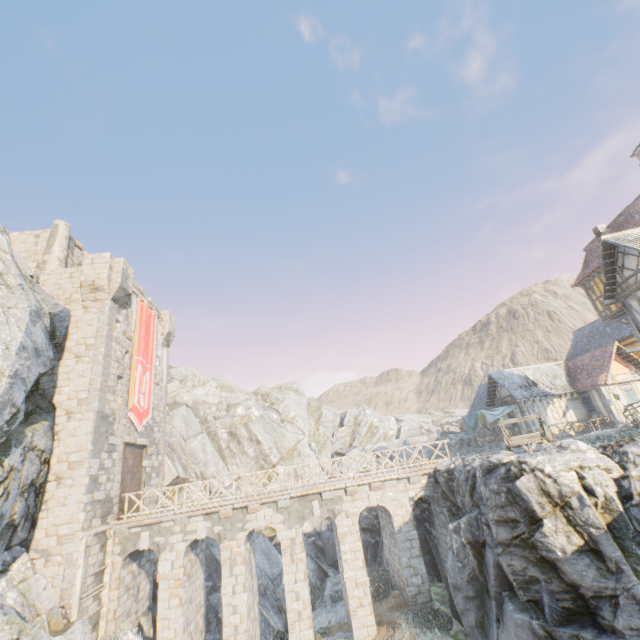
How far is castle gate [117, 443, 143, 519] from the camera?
17.97m

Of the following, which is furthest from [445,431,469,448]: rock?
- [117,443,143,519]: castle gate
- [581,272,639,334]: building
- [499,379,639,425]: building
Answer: [117,443,143,519]: castle gate

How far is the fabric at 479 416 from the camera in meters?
26.5 m

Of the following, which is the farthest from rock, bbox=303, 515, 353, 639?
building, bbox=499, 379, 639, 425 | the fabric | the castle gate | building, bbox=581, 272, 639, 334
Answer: the fabric

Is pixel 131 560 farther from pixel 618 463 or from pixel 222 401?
pixel 618 463

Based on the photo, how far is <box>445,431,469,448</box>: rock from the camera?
36.24m

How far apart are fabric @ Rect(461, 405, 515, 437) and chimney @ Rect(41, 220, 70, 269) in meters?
32.9 m

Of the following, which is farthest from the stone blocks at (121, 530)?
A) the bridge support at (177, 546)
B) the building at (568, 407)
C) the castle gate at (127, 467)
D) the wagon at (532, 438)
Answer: the building at (568, 407)
